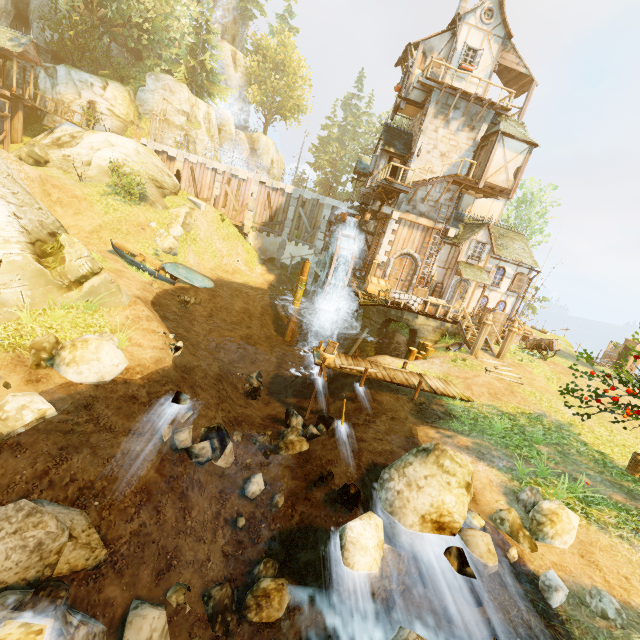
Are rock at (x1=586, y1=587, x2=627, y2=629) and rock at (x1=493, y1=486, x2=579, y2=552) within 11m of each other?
yes

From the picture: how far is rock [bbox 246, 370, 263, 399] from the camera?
13.6 meters

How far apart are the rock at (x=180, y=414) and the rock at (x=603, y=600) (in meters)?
9.61

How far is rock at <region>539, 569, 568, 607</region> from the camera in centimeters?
618cm

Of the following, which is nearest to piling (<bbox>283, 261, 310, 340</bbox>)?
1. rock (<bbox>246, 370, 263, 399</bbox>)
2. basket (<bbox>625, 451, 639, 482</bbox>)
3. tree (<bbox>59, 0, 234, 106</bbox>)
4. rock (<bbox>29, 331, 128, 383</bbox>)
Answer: rock (<bbox>246, 370, 263, 399</bbox>)

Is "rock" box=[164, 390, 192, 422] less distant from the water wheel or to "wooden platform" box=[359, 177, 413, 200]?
the water wheel

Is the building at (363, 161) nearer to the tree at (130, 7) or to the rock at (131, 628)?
the tree at (130, 7)

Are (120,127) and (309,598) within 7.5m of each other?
no
